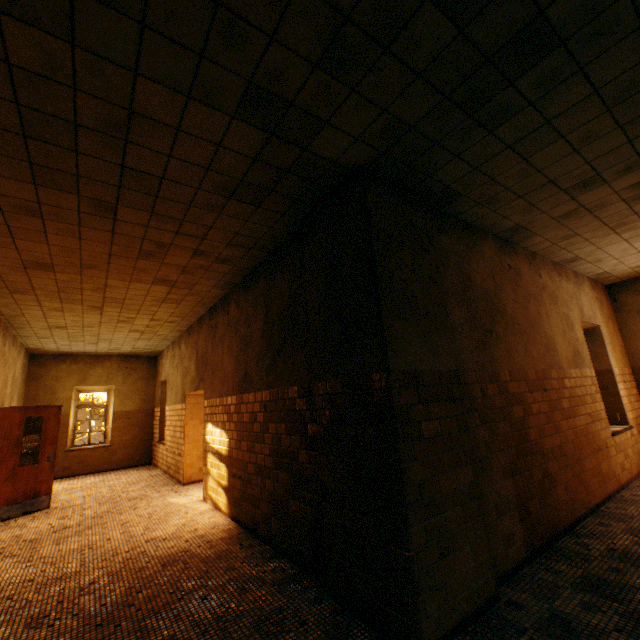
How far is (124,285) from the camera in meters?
5.6
